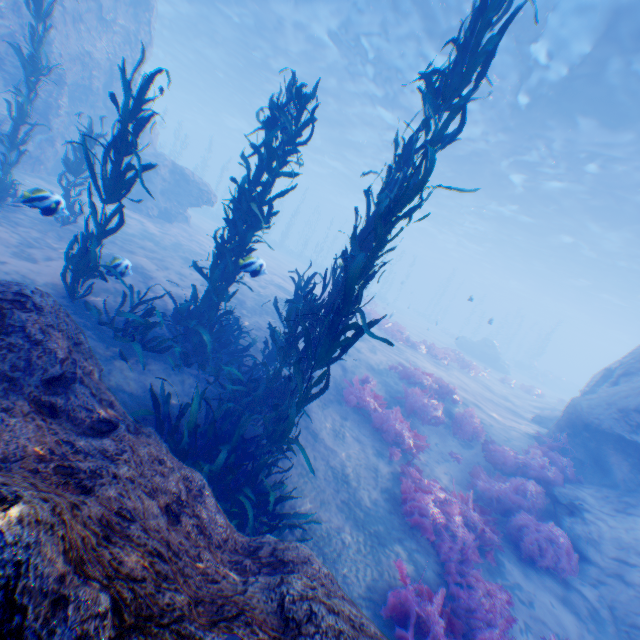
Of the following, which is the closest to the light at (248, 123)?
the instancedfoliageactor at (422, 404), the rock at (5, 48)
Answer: the rock at (5, 48)

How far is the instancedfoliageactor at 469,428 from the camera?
10.0m

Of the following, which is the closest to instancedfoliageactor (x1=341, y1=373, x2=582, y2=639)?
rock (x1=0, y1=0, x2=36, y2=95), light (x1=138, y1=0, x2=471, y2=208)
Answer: rock (x1=0, y1=0, x2=36, y2=95)

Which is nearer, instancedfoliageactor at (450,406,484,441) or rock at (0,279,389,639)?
rock at (0,279,389,639)

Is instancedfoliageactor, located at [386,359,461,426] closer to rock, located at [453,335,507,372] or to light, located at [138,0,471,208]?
rock, located at [453,335,507,372]

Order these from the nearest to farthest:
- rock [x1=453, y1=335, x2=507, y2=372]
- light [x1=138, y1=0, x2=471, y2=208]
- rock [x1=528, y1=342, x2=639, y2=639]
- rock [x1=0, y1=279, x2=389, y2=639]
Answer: rock [x1=0, y1=279, x2=389, y2=639] → rock [x1=528, y1=342, x2=639, y2=639] → light [x1=138, y1=0, x2=471, y2=208] → rock [x1=453, y1=335, x2=507, y2=372]

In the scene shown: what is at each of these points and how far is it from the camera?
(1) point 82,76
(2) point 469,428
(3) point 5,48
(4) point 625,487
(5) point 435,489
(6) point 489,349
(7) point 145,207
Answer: (1) rock, 13.6 meters
(2) instancedfoliageactor, 10.0 meters
(3) rock, 10.4 meters
(4) rock, 8.2 meters
(5) instancedfoliageactor, 7.3 meters
(6) rock, 29.6 meters
(7) rock, 16.2 meters
